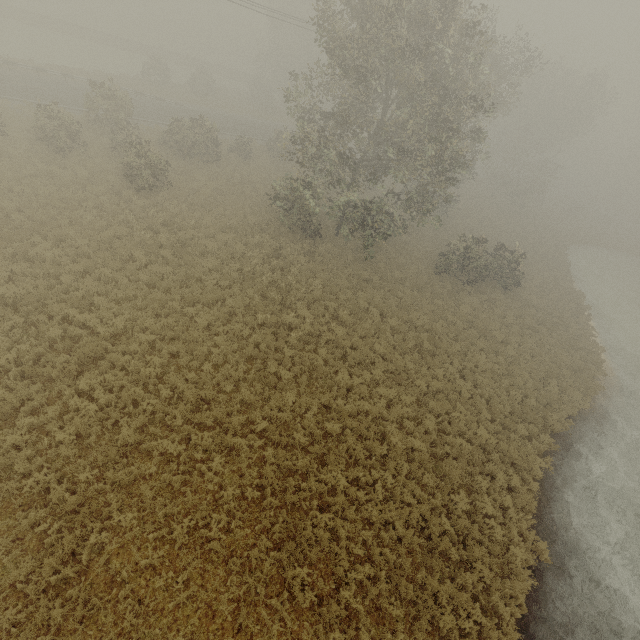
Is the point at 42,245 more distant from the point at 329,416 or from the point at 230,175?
the point at 230,175
